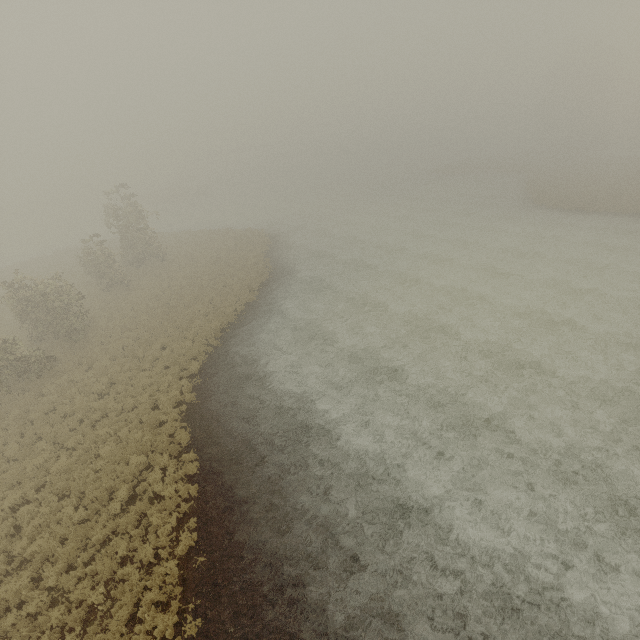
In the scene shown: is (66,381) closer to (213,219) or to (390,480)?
(390,480)
